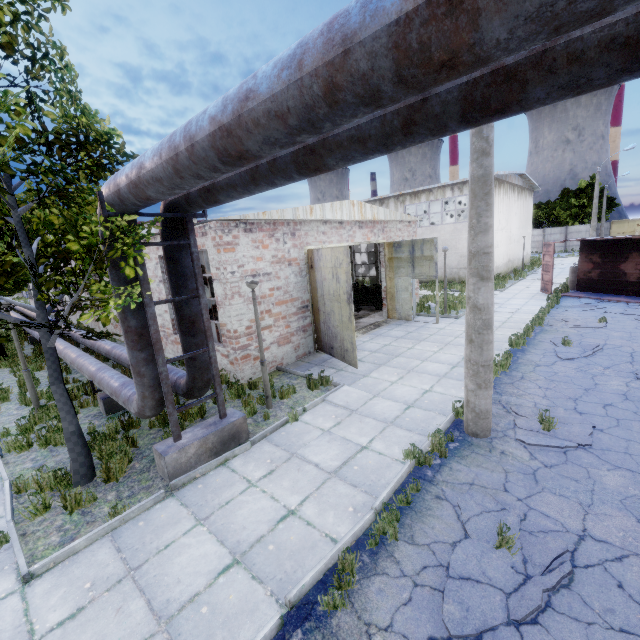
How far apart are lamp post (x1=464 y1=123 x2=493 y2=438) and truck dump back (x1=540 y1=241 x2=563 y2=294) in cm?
1552

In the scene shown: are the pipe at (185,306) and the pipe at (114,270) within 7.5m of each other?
yes

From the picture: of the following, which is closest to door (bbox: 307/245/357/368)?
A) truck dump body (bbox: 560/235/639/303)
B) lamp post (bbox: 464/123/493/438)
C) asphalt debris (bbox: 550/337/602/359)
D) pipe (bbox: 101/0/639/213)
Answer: lamp post (bbox: 464/123/493/438)

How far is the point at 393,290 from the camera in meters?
15.9 m

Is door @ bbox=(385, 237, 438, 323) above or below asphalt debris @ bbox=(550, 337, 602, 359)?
above

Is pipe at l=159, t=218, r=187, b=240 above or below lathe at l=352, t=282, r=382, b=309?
above

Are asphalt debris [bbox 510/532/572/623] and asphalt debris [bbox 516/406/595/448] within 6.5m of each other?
yes

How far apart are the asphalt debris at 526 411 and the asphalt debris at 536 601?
1.7m
